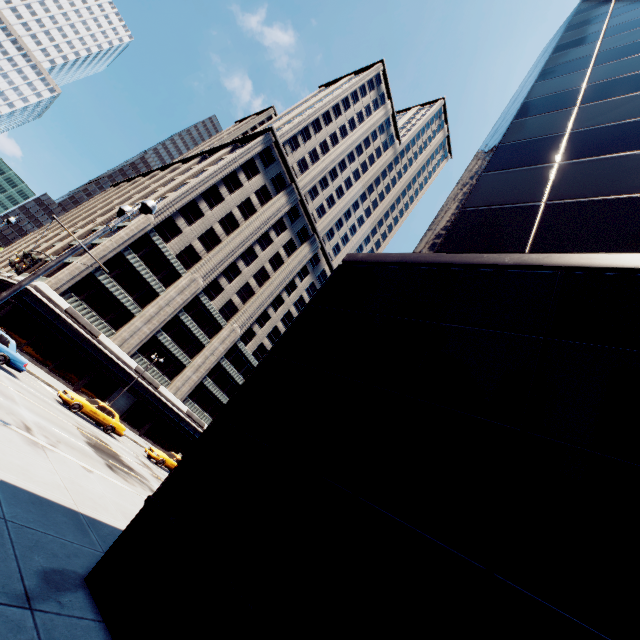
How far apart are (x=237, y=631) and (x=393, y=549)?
2.1m

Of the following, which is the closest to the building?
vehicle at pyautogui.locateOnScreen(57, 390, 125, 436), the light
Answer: vehicle at pyautogui.locateOnScreen(57, 390, 125, 436)

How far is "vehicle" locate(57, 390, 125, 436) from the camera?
21.6 meters

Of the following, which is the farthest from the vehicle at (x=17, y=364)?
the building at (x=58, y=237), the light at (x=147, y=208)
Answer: the building at (x=58, y=237)

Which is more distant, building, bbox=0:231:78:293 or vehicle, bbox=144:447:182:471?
building, bbox=0:231:78:293

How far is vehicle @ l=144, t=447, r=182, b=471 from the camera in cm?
2670

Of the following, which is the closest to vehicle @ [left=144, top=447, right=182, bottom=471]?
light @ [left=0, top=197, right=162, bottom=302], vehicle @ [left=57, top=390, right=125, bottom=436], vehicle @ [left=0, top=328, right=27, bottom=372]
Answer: vehicle @ [left=57, top=390, right=125, bottom=436]

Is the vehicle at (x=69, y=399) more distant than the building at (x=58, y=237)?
No
